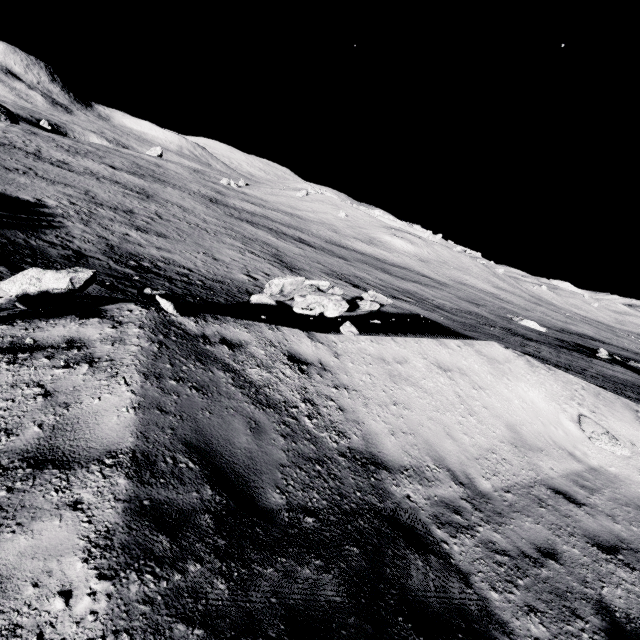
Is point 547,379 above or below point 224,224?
above

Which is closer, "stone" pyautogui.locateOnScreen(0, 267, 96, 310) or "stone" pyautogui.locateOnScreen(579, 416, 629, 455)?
"stone" pyautogui.locateOnScreen(0, 267, 96, 310)

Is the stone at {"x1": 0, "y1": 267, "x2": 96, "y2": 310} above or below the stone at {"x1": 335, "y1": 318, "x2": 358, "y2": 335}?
below

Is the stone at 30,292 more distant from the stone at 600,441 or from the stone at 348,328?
the stone at 600,441

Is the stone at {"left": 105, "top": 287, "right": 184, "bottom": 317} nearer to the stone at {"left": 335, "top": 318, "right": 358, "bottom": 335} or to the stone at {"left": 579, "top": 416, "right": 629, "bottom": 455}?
the stone at {"left": 335, "top": 318, "right": 358, "bottom": 335}

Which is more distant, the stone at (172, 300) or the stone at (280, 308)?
the stone at (280, 308)

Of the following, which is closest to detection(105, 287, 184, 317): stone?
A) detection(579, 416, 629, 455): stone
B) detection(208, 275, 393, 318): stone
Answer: detection(208, 275, 393, 318): stone
